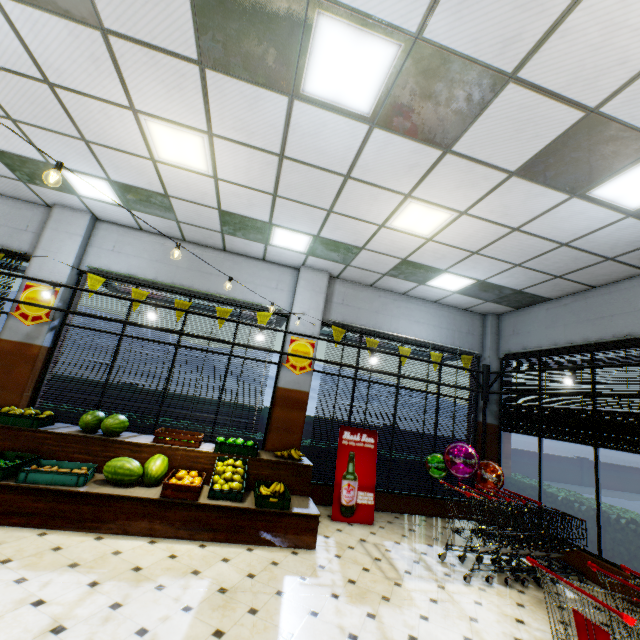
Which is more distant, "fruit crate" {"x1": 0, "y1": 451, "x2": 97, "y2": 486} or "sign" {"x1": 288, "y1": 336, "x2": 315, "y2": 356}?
"sign" {"x1": 288, "y1": 336, "x2": 315, "y2": 356}

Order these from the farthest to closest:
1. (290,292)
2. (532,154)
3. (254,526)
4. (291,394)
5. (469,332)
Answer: (469,332) → (290,292) → (291,394) → (254,526) → (532,154)

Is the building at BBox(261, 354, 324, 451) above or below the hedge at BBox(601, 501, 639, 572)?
above

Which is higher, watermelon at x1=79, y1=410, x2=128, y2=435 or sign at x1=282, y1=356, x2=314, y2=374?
sign at x1=282, y1=356, x2=314, y2=374

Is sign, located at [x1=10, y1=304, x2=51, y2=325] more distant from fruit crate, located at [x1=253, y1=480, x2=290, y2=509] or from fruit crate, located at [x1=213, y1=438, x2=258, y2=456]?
fruit crate, located at [x1=253, y1=480, x2=290, y2=509]

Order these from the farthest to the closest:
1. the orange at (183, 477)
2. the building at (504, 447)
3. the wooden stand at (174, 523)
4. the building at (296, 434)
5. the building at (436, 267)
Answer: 1. the building at (504, 447)
2. the building at (296, 434)
3. the orange at (183, 477)
4. the wooden stand at (174, 523)
5. the building at (436, 267)

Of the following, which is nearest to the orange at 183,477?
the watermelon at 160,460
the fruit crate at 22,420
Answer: the watermelon at 160,460

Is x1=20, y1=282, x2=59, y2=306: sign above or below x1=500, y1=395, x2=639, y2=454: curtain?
above
